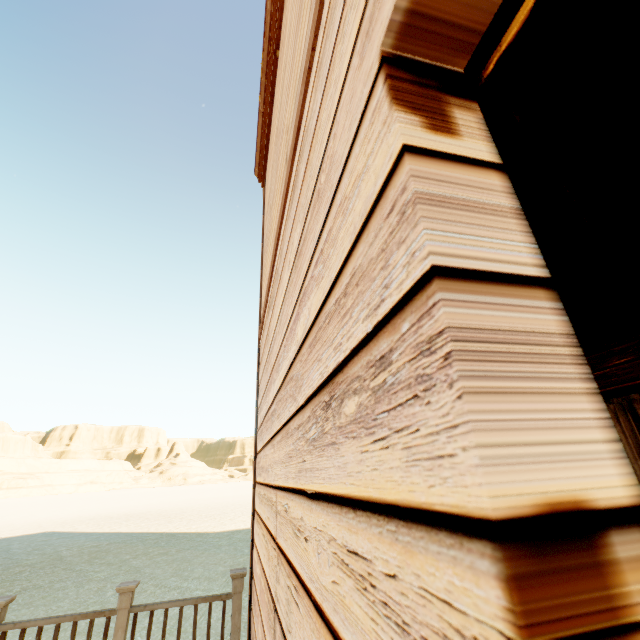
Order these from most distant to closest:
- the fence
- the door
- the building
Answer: the door → the fence → the building

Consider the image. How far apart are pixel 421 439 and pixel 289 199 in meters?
1.9

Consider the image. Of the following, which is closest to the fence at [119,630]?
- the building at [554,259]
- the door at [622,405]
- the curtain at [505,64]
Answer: the building at [554,259]

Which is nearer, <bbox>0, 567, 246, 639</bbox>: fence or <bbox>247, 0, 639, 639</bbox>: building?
<bbox>247, 0, 639, 639</bbox>: building

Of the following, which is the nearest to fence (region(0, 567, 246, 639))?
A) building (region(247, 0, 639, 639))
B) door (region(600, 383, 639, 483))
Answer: building (region(247, 0, 639, 639))

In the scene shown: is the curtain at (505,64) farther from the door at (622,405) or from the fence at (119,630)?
the door at (622,405)

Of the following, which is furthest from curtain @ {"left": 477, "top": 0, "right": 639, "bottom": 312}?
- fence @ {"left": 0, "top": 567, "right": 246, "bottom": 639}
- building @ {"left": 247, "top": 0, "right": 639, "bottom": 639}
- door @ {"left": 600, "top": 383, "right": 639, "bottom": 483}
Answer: door @ {"left": 600, "top": 383, "right": 639, "bottom": 483}

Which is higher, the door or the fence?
the door
